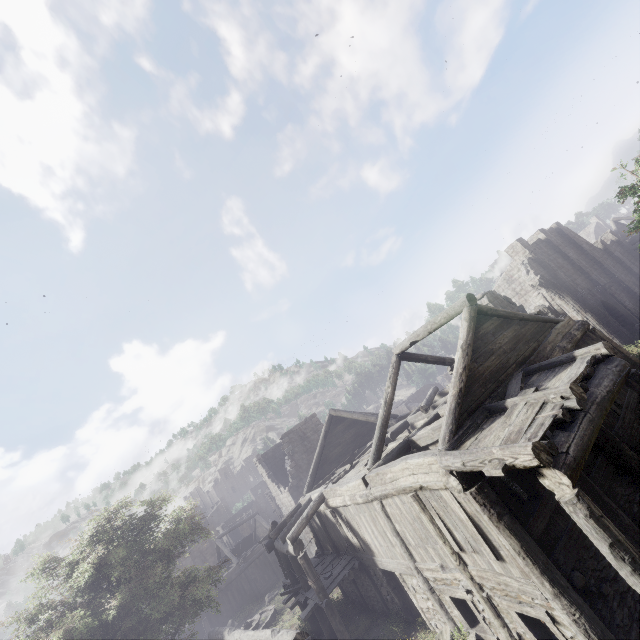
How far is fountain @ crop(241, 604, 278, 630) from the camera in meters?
21.6

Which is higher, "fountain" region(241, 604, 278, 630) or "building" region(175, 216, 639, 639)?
"building" region(175, 216, 639, 639)

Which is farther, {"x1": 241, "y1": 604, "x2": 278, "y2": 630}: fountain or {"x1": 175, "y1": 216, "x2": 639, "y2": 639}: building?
{"x1": 241, "y1": 604, "x2": 278, "y2": 630}: fountain

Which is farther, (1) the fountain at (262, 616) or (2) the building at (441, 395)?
(1) the fountain at (262, 616)

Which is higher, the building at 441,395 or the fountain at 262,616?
the building at 441,395

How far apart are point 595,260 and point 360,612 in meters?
35.3 m
